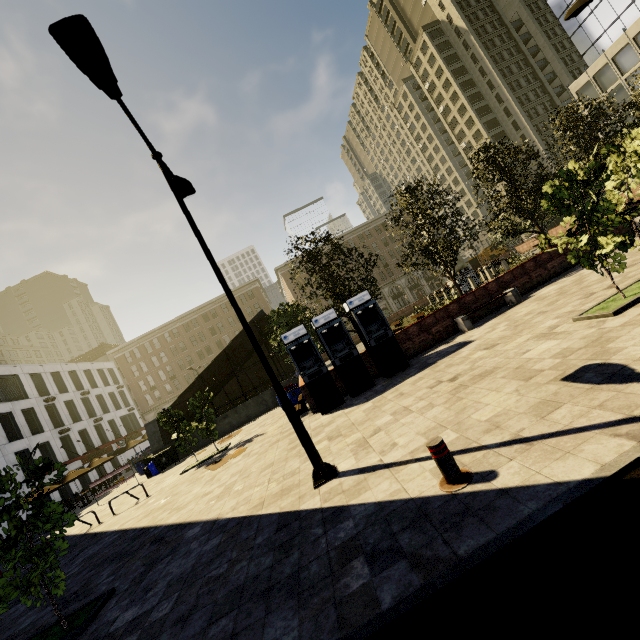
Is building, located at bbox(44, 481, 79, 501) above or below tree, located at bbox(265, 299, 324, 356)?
below

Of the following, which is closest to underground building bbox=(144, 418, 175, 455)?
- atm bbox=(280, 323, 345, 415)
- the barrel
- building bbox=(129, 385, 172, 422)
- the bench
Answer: the barrel

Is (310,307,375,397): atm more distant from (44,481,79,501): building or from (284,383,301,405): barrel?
(44,481,79,501): building

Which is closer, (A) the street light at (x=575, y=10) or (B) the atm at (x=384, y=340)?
(A) the street light at (x=575, y=10)

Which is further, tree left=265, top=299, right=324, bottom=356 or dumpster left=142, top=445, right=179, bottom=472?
dumpster left=142, top=445, right=179, bottom=472

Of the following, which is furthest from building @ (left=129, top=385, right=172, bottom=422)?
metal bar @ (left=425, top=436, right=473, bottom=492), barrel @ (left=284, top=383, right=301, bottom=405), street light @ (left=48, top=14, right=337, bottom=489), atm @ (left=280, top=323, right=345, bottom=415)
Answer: metal bar @ (left=425, top=436, right=473, bottom=492)

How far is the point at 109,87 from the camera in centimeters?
525cm

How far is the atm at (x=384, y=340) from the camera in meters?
11.9 m
